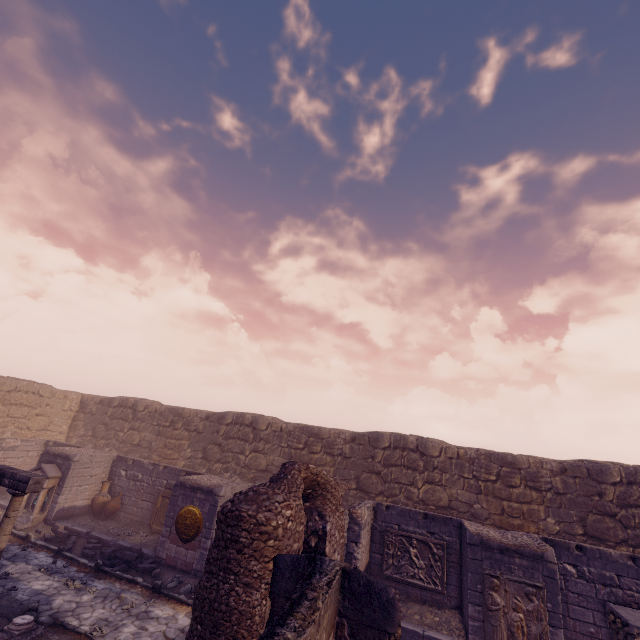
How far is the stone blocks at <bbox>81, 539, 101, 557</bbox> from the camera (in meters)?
10.21

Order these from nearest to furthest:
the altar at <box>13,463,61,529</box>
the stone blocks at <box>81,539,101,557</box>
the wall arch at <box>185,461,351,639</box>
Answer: the wall arch at <box>185,461,351,639</box>, the stone blocks at <box>81,539,101,557</box>, the altar at <box>13,463,61,529</box>

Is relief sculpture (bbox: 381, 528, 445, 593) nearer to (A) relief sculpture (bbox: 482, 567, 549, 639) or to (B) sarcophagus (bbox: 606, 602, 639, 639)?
(A) relief sculpture (bbox: 482, 567, 549, 639)

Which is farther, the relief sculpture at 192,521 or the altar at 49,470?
the altar at 49,470

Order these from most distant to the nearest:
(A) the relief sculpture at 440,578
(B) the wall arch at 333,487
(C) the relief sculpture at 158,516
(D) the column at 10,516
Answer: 1. (C) the relief sculpture at 158,516
2. (A) the relief sculpture at 440,578
3. (D) the column at 10,516
4. (B) the wall arch at 333,487

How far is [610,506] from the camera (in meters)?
11.02

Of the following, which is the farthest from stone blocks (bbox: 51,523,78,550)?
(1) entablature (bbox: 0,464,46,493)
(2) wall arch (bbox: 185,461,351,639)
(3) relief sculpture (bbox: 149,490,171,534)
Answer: (2) wall arch (bbox: 185,461,351,639)

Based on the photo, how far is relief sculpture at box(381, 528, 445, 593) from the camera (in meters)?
9.38
